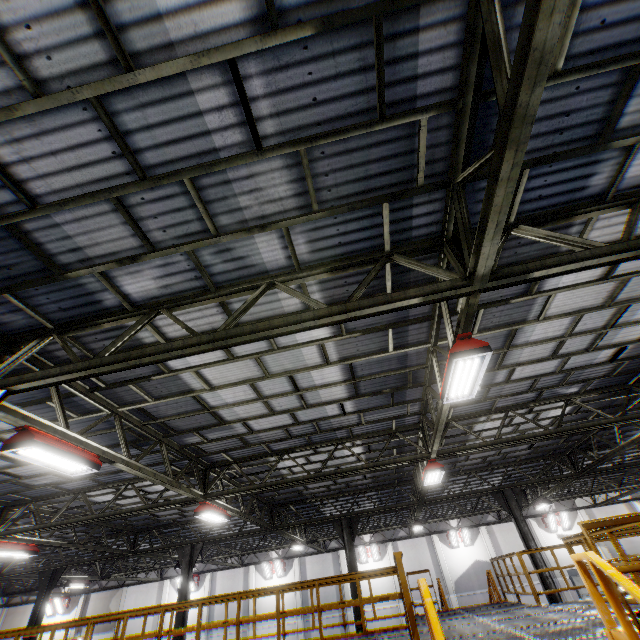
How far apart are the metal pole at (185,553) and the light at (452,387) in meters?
16.6

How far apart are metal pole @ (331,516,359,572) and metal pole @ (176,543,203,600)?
6.7 meters

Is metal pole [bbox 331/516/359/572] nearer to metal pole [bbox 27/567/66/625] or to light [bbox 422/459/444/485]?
light [bbox 422/459/444/485]

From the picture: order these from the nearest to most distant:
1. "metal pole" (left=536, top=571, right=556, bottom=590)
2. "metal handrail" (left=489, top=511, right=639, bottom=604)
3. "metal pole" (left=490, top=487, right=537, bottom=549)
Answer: "metal handrail" (left=489, top=511, right=639, bottom=604), "metal pole" (left=536, top=571, right=556, bottom=590), "metal pole" (left=490, top=487, right=537, bottom=549)

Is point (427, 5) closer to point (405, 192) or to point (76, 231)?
point (405, 192)

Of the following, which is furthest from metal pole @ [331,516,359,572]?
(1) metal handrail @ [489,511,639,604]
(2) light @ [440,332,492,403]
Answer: (2) light @ [440,332,492,403]

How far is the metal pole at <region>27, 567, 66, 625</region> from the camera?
15.7m

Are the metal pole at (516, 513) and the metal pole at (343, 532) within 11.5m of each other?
yes
